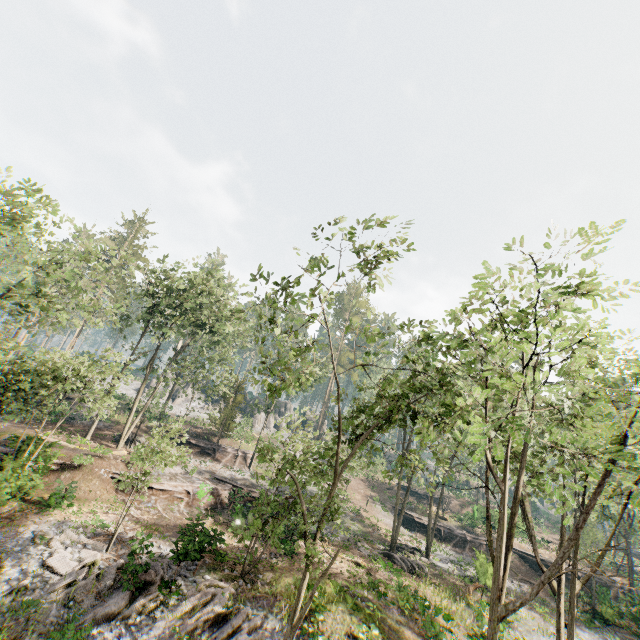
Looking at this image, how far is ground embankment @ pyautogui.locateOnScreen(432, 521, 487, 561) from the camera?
35.9m

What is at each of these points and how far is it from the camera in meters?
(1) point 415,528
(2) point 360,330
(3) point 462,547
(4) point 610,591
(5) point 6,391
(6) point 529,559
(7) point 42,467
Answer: (1) ground embankment, 39.1
(2) foliage, 12.2
(3) ground embankment, 36.8
(4) ground embankment, 34.0
(5) foliage, 18.0
(6) ground embankment, 36.1
(7) ground embankment, 20.4

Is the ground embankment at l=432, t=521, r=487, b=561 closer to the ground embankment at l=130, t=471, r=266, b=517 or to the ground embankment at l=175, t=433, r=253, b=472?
the ground embankment at l=130, t=471, r=266, b=517

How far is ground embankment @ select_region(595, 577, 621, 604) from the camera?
27.7m

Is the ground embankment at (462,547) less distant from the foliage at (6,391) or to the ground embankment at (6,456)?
the foliage at (6,391)

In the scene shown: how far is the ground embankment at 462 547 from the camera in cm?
3594

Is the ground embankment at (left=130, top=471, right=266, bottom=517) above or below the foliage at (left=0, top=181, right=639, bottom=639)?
below

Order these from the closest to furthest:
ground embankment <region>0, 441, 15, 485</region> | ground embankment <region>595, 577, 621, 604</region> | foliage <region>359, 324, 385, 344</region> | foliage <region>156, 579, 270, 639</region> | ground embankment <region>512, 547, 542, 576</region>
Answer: foliage <region>359, 324, 385, 344</region> < foliage <region>156, 579, 270, 639</region> < ground embankment <region>0, 441, 15, 485</region> < ground embankment <region>595, 577, 621, 604</region> < ground embankment <region>512, 547, 542, 576</region>
